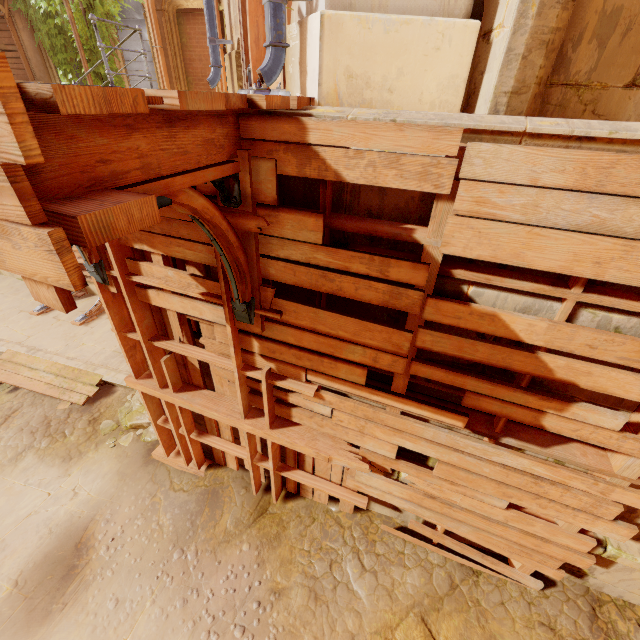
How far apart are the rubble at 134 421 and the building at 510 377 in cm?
487

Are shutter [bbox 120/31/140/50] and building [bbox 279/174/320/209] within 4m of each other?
no

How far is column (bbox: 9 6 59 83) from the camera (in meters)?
11.22

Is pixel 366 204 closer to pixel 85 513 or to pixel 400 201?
pixel 400 201

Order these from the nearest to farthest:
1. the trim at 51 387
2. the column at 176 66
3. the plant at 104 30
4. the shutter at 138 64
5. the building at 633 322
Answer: the building at 633 322 → the trim at 51 387 → the column at 176 66 → the plant at 104 30 → the shutter at 138 64

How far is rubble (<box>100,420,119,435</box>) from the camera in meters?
5.9

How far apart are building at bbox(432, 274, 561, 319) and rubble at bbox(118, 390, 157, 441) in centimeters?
544cm

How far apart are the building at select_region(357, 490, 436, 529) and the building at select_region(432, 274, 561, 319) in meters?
2.8
